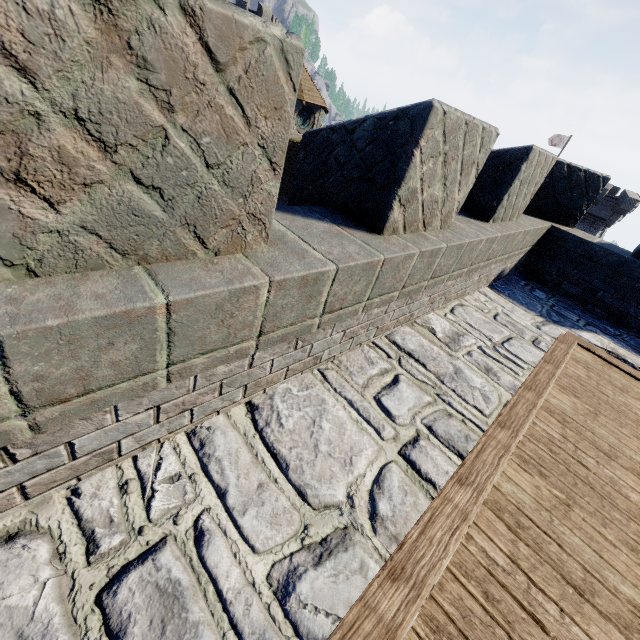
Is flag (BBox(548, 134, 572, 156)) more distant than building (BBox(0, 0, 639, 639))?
Yes

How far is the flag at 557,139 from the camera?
40.6m

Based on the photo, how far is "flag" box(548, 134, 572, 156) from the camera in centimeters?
4059cm

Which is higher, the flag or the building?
the flag

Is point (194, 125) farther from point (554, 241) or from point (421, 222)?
point (554, 241)

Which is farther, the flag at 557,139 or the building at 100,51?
the flag at 557,139
